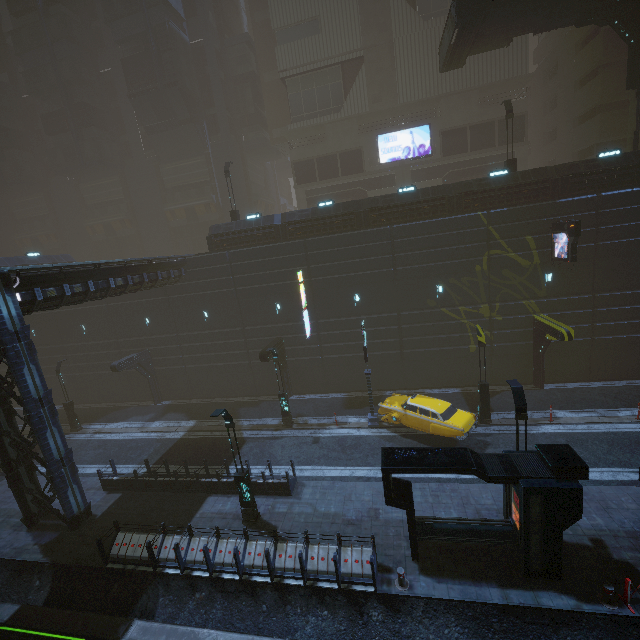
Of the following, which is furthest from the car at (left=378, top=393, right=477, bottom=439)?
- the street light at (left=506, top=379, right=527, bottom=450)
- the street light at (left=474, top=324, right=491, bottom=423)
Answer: the street light at (left=506, top=379, right=527, bottom=450)

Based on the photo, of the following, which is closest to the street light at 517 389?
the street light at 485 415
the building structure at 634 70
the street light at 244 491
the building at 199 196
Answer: the building at 199 196

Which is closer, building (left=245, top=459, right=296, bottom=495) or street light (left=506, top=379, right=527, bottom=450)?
street light (left=506, top=379, right=527, bottom=450)

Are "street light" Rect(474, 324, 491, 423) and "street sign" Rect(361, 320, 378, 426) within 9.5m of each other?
yes

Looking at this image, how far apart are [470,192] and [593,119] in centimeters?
1757cm

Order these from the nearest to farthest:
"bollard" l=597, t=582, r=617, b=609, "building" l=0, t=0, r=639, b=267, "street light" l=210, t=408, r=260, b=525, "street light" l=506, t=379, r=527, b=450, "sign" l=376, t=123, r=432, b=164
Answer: "bollard" l=597, t=582, r=617, b=609 < "street light" l=506, t=379, r=527, b=450 < "street light" l=210, t=408, r=260, b=525 < "building" l=0, t=0, r=639, b=267 < "sign" l=376, t=123, r=432, b=164

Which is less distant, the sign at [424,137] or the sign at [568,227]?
the sign at [568,227]

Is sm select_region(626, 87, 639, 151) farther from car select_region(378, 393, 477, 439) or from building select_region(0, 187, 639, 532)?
car select_region(378, 393, 477, 439)
